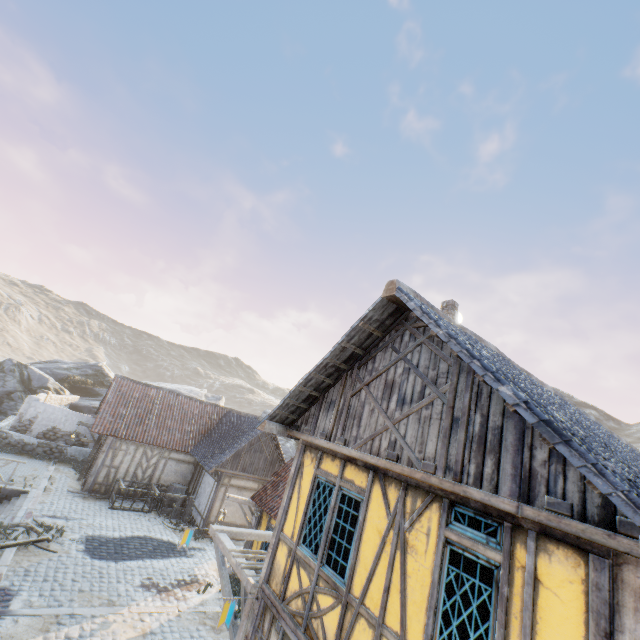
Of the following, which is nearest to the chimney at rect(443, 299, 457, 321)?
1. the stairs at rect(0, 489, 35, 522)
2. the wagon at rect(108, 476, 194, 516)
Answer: the wagon at rect(108, 476, 194, 516)

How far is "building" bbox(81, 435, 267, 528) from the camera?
16.5 meters

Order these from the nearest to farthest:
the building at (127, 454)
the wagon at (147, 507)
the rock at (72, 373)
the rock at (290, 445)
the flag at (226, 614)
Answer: the flag at (226, 614)
the wagon at (147, 507)
the building at (127, 454)
the rock at (72, 373)
the rock at (290, 445)

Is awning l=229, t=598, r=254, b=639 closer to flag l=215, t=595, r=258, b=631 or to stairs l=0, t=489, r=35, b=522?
flag l=215, t=595, r=258, b=631

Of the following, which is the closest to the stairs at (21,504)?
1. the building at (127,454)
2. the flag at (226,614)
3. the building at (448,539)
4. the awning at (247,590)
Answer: the building at (127,454)

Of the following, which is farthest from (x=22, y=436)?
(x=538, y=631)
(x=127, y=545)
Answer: (x=538, y=631)

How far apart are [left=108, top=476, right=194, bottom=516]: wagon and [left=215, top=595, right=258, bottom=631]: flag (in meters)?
12.75

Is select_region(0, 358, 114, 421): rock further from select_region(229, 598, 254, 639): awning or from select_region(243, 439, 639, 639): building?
select_region(229, 598, 254, 639): awning
